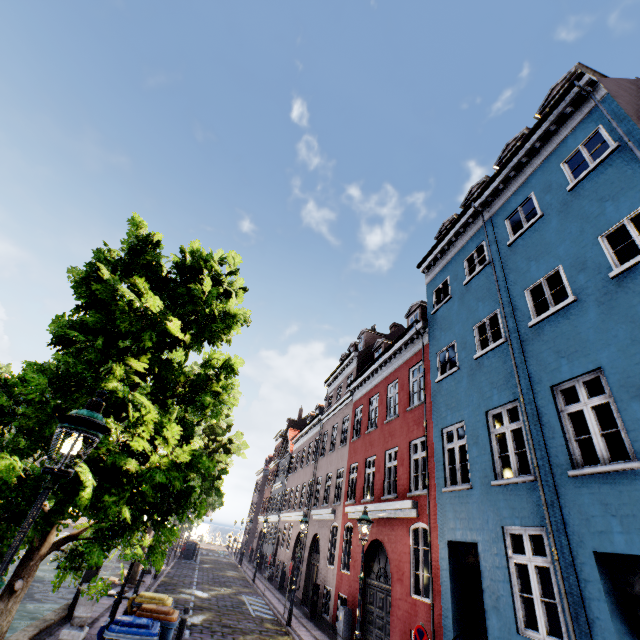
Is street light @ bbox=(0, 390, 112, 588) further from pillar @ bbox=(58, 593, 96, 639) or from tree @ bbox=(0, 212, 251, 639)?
pillar @ bbox=(58, 593, 96, 639)

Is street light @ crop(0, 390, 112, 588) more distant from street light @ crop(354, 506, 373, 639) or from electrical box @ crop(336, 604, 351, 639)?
electrical box @ crop(336, 604, 351, 639)

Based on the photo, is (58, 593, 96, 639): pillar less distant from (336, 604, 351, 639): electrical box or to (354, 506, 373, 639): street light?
(354, 506, 373, 639): street light

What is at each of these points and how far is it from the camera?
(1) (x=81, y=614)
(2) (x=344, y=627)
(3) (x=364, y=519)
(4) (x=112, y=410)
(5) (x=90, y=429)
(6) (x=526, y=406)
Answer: (1) pillar, 8.2m
(2) electrical box, 11.8m
(3) street light, 9.1m
(4) tree, 4.8m
(5) street light, 3.2m
(6) building, 7.5m

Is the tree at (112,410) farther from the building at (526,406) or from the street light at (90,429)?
the building at (526,406)

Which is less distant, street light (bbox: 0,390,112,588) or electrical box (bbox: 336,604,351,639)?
street light (bbox: 0,390,112,588)

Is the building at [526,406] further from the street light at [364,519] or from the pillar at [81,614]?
the pillar at [81,614]

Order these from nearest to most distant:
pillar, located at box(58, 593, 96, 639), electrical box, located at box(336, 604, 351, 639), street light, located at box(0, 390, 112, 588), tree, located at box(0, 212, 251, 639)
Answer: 1. street light, located at box(0, 390, 112, 588)
2. tree, located at box(0, 212, 251, 639)
3. pillar, located at box(58, 593, 96, 639)
4. electrical box, located at box(336, 604, 351, 639)
